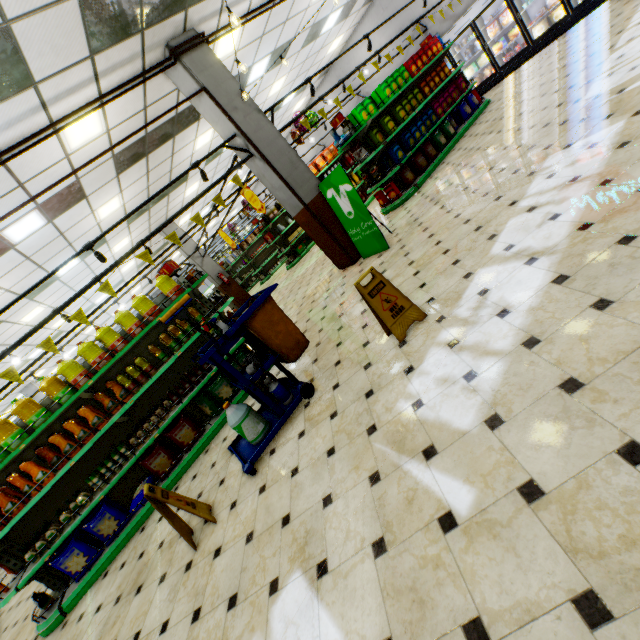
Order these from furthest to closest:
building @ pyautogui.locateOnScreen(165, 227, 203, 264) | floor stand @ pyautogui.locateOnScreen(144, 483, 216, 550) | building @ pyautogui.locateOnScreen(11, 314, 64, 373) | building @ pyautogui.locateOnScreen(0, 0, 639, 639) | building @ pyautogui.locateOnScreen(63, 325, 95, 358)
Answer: building @ pyautogui.locateOnScreen(63, 325, 95, 358)
building @ pyautogui.locateOnScreen(165, 227, 203, 264)
building @ pyautogui.locateOnScreen(11, 314, 64, 373)
floor stand @ pyautogui.locateOnScreen(144, 483, 216, 550)
building @ pyautogui.locateOnScreen(0, 0, 639, 639)

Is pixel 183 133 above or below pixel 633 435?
above

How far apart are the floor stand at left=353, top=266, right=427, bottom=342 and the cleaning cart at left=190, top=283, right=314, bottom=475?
1.0m

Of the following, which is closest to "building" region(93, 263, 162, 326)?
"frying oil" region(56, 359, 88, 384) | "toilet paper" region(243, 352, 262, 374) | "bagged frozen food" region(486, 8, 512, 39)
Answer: "toilet paper" region(243, 352, 262, 374)

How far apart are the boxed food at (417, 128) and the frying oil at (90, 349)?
7.3 meters

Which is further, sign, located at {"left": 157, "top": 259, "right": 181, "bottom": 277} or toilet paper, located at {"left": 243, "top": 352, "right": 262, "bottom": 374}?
sign, located at {"left": 157, "top": 259, "right": 181, "bottom": 277}

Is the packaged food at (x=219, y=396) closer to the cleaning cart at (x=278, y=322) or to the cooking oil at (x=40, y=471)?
the cleaning cart at (x=278, y=322)

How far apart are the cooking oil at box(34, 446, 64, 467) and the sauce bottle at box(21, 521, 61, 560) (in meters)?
0.67
